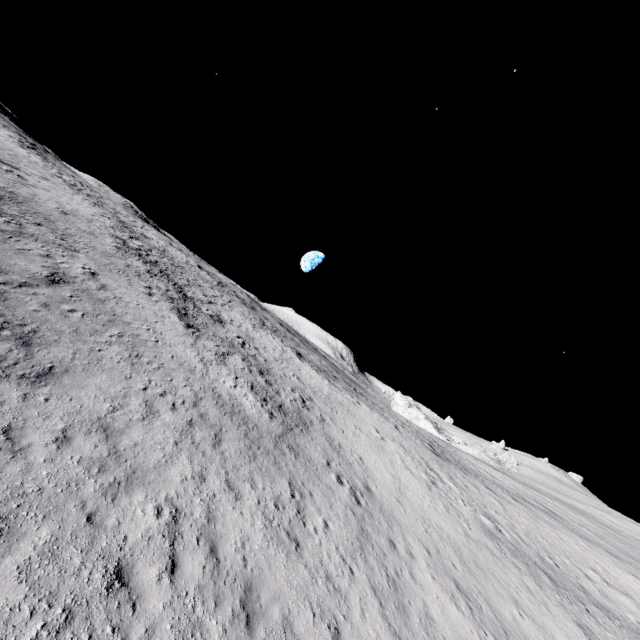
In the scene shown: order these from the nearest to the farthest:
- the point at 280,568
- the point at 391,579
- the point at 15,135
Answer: the point at 280,568 < the point at 391,579 < the point at 15,135
